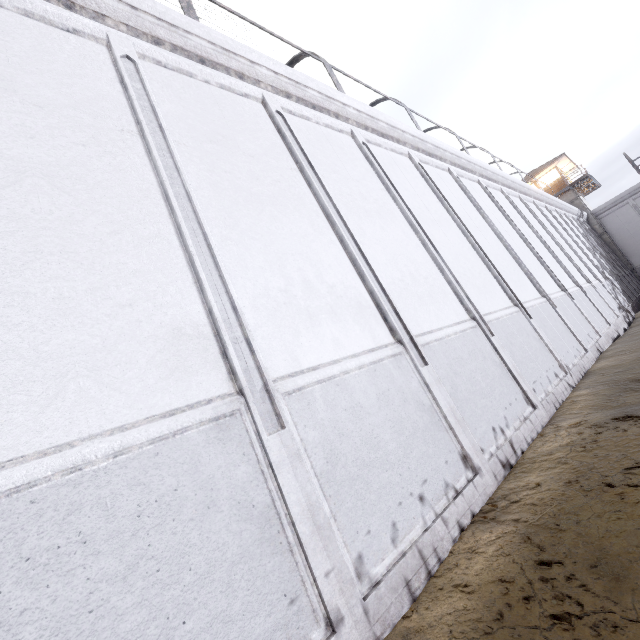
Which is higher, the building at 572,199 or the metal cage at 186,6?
the building at 572,199

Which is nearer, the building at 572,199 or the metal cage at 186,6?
the metal cage at 186,6

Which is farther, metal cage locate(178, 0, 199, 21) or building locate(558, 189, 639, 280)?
building locate(558, 189, 639, 280)

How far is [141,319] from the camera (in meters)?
2.75

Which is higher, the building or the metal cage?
the building
